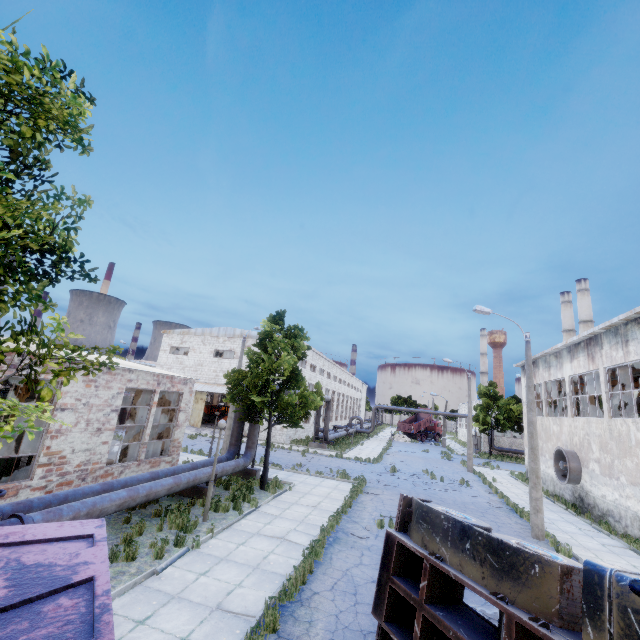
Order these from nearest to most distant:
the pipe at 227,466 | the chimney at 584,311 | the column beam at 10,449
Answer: the column beam at 10,449
the pipe at 227,466
the chimney at 584,311

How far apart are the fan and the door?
31.9m

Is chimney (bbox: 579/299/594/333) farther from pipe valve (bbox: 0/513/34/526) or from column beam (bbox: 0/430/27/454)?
pipe valve (bbox: 0/513/34/526)

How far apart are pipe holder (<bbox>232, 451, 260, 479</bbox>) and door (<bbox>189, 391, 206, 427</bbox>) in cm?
1887

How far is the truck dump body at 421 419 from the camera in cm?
5507

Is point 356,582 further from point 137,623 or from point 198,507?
point 198,507

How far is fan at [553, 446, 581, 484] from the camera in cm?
1888

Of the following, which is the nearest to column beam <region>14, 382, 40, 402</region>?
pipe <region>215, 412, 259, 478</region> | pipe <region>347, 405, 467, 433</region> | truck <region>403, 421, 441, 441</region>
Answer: pipe <region>215, 412, 259, 478</region>
